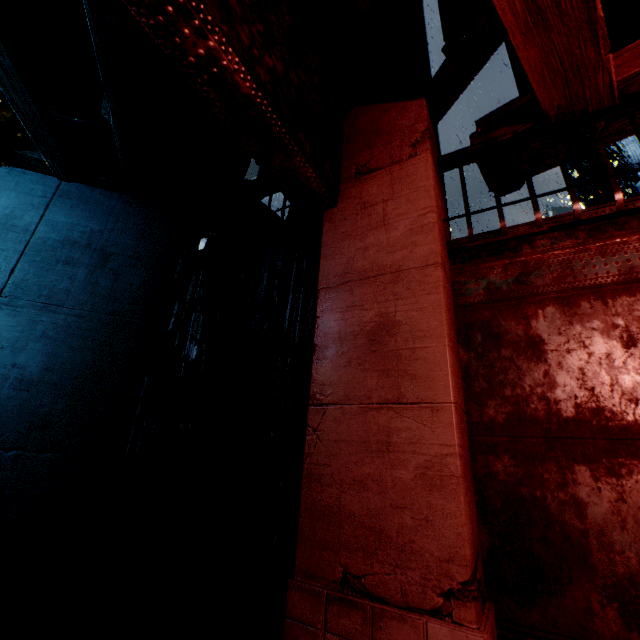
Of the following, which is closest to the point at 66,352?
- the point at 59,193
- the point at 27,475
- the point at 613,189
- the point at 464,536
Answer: the point at 27,475
